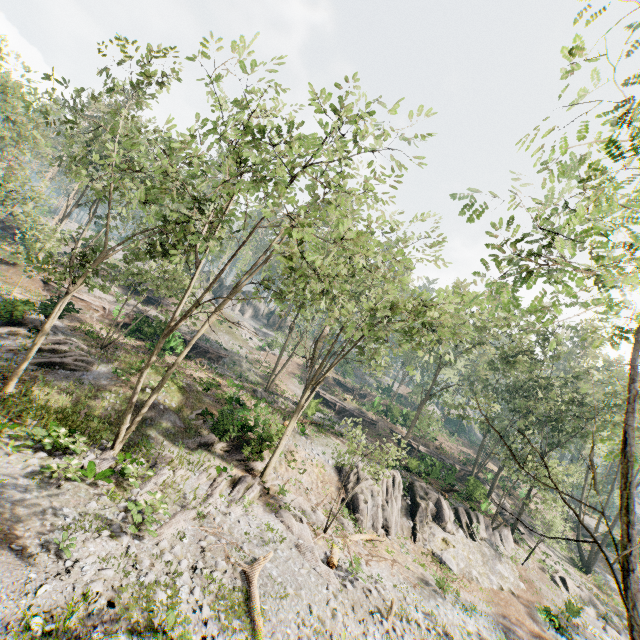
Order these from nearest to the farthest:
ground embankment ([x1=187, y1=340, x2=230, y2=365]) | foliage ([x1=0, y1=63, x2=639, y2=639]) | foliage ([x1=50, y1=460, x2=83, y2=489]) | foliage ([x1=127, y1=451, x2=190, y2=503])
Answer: foliage ([x1=0, y1=63, x2=639, y2=639]) < foliage ([x1=50, y1=460, x2=83, y2=489]) < foliage ([x1=127, y1=451, x2=190, y2=503]) < ground embankment ([x1=187, y1=340, x2=230, y2=365])

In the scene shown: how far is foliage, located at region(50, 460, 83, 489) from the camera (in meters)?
11.62

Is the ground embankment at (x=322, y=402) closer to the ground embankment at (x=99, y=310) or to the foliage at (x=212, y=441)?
the ground embankment at (x=99, y=310)

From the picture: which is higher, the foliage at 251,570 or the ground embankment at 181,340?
the ground embankment at 181,340

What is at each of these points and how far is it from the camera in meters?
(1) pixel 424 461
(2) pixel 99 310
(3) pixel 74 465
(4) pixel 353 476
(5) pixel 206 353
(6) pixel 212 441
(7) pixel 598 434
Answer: (1) ground embankment, 34.0
(2) ground embankment, 31.8
(3) foliage, 12.2
(4) rock, 24.2
(5) ground embankment, 38.0
(6) foliage, 20.7
(7) foliage, 39.1

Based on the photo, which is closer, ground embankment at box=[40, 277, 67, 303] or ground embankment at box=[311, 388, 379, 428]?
ground embankment at box=[40, 277, 67, 303]

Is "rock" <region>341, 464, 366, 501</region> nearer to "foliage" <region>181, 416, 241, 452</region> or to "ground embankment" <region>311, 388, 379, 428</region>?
"foliage" <region>181, 416, 241, 452</region>

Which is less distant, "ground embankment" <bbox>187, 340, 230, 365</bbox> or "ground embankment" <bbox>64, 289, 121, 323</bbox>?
"ground embankment" <bbox>64, 289, 121, 323</bbox>
